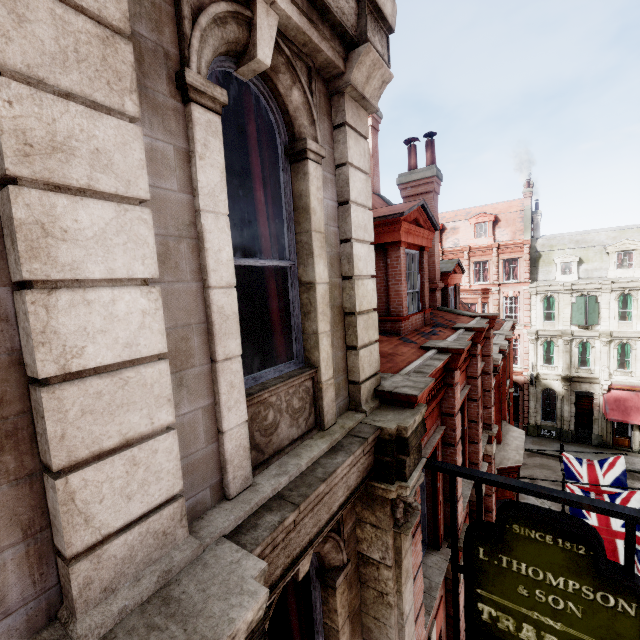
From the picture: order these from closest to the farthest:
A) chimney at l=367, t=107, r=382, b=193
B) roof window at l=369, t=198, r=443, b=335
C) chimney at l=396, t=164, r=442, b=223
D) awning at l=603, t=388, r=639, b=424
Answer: roof window at l=369, t=198, r=443, b=335 < chimney at l=396, t=164, r=442, b=223 < chimney at l=367, t=107, r=382, b=193 < awning at l=603, t=388, r=639, b=424

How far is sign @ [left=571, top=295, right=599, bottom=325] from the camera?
26.3m

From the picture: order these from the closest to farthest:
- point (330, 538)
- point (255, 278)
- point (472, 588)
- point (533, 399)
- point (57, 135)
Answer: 1. point (57, 135)
2. point (330, 538)
3. point (472, 588)
4. point (255, 278)
5. point (533, 399)

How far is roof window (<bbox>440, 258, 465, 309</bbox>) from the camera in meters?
11.6

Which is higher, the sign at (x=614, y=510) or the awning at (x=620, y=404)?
the sign at (x=614, y=510)

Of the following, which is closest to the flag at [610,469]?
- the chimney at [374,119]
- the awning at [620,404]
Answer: the chimney at [374,119]

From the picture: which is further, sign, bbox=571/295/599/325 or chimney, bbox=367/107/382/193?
sign, bbox=571/295/599/325

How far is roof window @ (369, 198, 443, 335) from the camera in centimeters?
632cm
